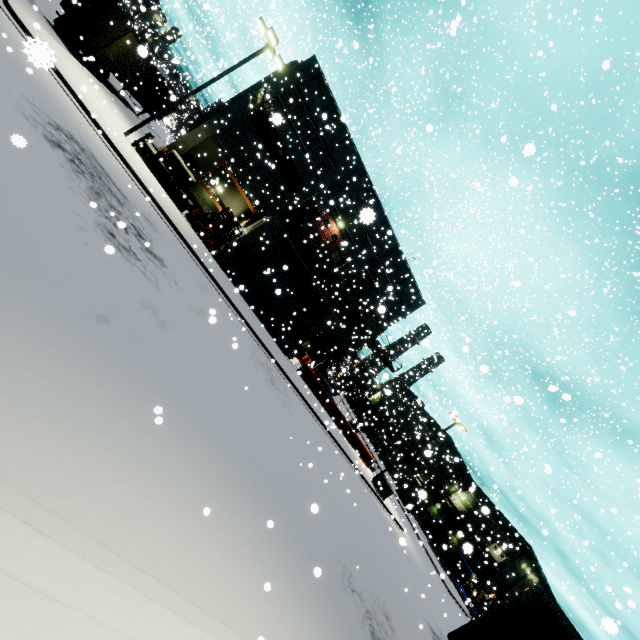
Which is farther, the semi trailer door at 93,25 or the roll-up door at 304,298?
the roll-up door at 304,298

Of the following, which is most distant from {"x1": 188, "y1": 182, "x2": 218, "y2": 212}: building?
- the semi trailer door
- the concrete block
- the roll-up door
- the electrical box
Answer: the electrical box

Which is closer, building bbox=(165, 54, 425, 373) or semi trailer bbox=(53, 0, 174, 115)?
semi trailer bbox=(53, 0, 174, 115)

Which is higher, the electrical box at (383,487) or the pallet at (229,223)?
the pallet at (229,223)

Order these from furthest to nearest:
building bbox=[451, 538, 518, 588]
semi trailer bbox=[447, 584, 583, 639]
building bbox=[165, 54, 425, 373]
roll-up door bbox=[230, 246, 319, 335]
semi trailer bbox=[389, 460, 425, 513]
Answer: roll-up door bbox=[230, 246, 319, 335], building bbox=[165, 54, 425, 373], semi trailer bbox=[389, 460, 425, 513], semi trailer bbox=[447, 584, 583, 639], building bbox=[451, 538, 518, 588]

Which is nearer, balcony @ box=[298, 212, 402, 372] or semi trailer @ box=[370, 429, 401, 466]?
balcony @ box=[298, 212, 402, 372]

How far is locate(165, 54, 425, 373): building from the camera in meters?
21.9 m

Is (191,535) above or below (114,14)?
below
